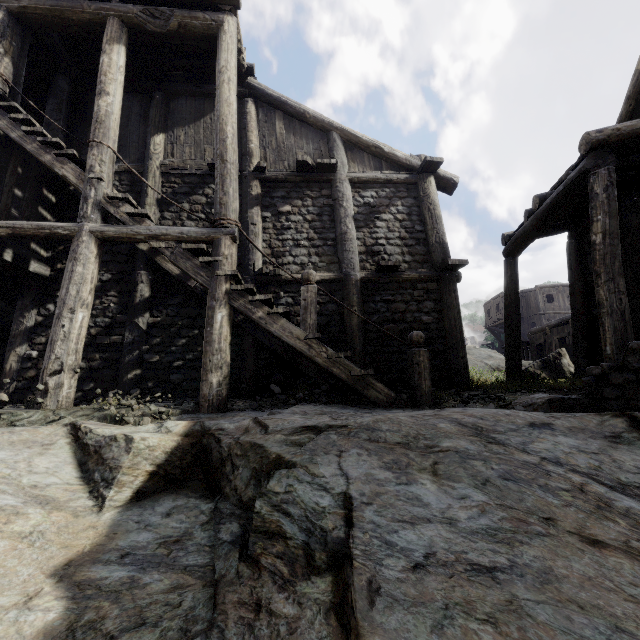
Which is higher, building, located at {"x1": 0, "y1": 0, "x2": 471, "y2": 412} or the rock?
building, located at {"x1": 0, "y1": 0, "x2": 471, "y2": 412}

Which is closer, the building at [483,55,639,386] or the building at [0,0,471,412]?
the building at [0,0,471,412]

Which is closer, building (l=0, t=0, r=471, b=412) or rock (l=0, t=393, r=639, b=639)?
rock (l=0, t=393, r=639, b=639)

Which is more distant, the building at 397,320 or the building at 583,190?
the building at 583,190

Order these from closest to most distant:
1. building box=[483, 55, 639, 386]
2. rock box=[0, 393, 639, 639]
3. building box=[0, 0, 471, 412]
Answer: rock box=[0, 393, 639, 639] < building box=[0, 0, 471, 412] < building box=[483, 55, 639, 386]

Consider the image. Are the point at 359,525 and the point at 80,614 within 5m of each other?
yes

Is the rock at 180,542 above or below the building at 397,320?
below
